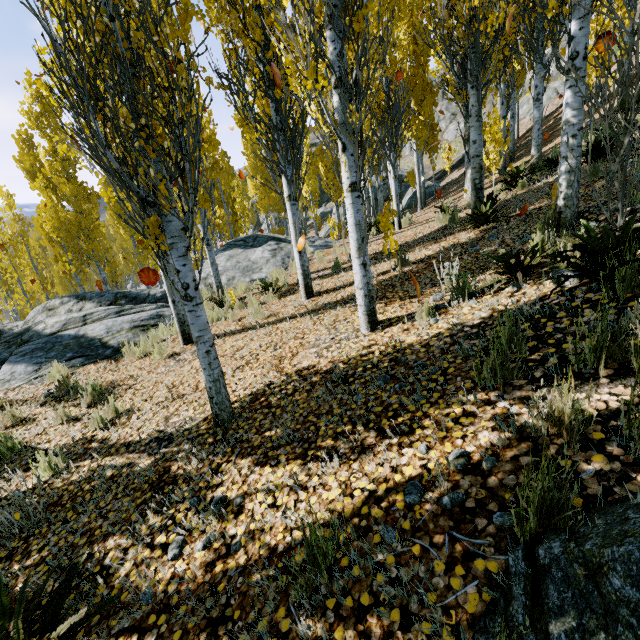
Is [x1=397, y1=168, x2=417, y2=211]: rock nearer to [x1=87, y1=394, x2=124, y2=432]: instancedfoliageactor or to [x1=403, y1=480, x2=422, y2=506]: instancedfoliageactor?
[x1=87, y1=394, x2=124, y2=432]: instancedfoliageactor

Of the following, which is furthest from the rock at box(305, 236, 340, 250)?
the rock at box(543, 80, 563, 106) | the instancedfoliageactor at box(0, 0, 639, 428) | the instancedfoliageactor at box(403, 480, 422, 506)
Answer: the rock at box(543, 80, 563, 106)

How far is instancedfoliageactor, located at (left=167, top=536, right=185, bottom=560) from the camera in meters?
2.4

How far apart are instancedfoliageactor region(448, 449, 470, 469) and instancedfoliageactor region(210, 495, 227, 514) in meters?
1.9 m

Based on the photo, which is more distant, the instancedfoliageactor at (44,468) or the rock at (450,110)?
the rock at (450,110)

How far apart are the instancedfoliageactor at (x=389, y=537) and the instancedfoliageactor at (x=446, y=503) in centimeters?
38cm

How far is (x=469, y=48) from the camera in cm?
631

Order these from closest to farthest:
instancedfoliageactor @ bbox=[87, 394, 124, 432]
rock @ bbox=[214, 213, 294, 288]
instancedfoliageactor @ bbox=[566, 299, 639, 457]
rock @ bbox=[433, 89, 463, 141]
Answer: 1. instancedfoliageactor @ bbox=[566, 299, 639, 457]
2. instancedfoliageactor @ bbox=[87, 394, 124, 432]
3. rock @ bbox=[214, 213, 294, 288]
4. rock @ bbox=[433, 89, 463, 141]
